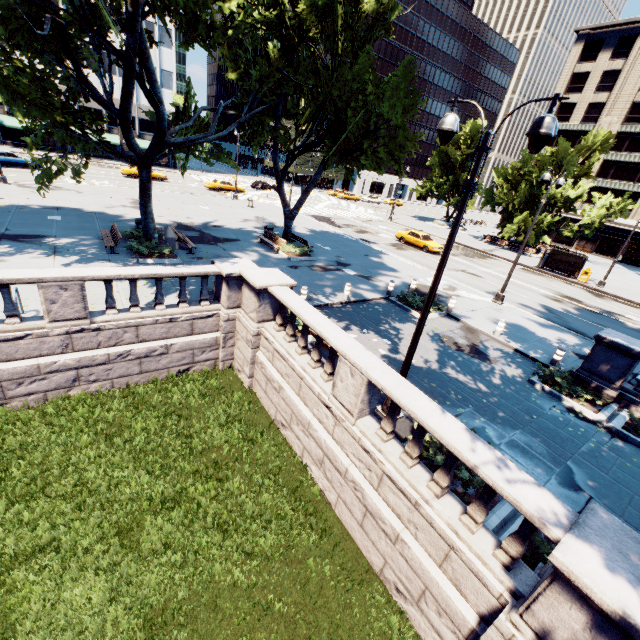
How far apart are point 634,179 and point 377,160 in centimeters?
5474cm

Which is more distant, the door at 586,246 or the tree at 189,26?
the door at 586,246

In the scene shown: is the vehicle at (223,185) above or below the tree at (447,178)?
below

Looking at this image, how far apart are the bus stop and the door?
30.04m

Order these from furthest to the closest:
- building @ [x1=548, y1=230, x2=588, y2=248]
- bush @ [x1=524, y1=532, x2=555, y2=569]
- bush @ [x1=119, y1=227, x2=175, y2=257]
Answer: building @ [x1=548, y1=230, x2=588, y2=248], bush @ [x1=119, y1=227, x2=175, y2=257], bush @ [x1=524, y1=532, x2=555, y2=569]

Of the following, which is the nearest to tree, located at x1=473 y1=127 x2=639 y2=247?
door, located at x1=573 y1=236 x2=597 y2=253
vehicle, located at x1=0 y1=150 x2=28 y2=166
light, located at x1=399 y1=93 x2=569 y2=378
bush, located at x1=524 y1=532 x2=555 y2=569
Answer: bush, located at x1=524 y1=532 x2=555 y2=569

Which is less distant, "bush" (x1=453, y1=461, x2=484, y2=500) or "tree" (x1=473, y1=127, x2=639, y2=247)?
"bush" (x1=453, y1=461, x2=484, y2=500)

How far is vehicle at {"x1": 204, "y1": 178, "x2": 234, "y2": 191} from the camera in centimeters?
4209cm
